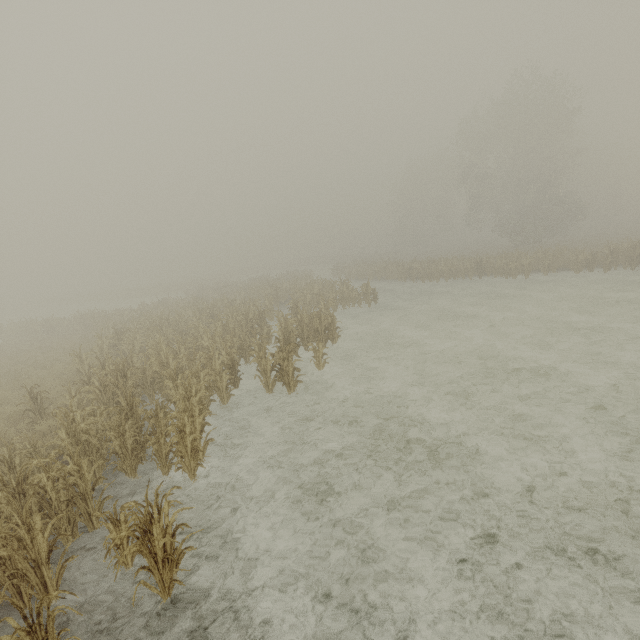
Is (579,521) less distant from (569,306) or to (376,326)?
(376,326)
